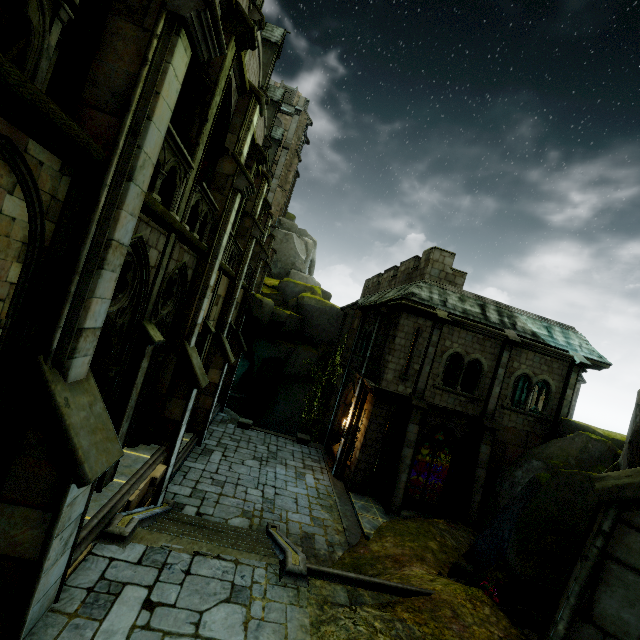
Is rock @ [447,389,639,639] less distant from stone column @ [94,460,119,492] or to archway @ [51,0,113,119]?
stone column @ [94,460,119,492]

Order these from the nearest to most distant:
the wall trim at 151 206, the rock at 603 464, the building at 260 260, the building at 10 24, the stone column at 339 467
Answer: the wall trim at 151 206, the rock at 603 464, the building at 260 260, the stone column at 339 467, the building at 10 24

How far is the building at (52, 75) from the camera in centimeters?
693cm

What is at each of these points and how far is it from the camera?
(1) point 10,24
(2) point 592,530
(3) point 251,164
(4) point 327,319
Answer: (1) building, 20.6 meters
(2) stone column, 3.6 meters
(3) stone column, 13.7 meters
(4) rock, 28.3 meters

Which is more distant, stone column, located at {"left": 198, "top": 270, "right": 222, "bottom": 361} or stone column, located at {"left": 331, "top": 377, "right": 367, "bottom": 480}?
stone column, located at {"left": 331, "top": 377, "right": 367, "bottom": 480}

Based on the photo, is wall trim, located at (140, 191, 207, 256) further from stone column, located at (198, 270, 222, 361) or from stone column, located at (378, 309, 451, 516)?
stone column, located at (378, 309, 451, 516)

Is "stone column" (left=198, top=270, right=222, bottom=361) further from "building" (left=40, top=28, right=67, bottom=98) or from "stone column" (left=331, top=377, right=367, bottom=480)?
"stone column" (left=331, top=377, right=367, bottom=480)

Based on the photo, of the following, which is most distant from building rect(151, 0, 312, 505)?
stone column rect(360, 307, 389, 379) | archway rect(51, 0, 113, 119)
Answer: stone column rect(360, 307, 389, 379)
